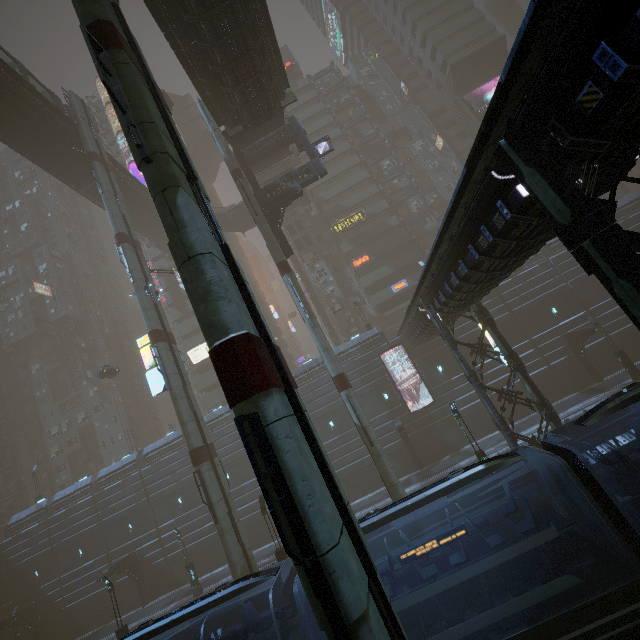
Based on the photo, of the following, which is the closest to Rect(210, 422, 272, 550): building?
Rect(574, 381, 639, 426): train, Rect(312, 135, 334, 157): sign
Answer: Rect(574, 381, 639, 426): train

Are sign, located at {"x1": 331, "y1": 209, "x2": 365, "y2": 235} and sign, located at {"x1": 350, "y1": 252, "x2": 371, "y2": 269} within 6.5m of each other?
yes

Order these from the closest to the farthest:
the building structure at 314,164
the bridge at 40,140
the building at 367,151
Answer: the building structure at 314,164 → the bridge at 40,140 → the building at 367,151

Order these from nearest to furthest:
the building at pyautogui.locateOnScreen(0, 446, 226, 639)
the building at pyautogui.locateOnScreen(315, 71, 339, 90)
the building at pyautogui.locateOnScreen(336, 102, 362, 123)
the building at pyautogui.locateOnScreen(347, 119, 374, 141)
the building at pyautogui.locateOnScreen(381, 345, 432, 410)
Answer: the building at pyautogui.locateOnScreen(381, 345, 432, 410)
the building at pyautogui.locateOnScreen(0, 446, 226, 639)
the building at pyautogui.locateOnScreen(347, 119, 374, 141)
the building at pyautogui.locateOnScreen(336, 102, 362, 123)
the building at pyautogui.locateOnScreen(315, 71, 339, 90)

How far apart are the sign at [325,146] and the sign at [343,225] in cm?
2003

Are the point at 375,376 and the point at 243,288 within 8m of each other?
no

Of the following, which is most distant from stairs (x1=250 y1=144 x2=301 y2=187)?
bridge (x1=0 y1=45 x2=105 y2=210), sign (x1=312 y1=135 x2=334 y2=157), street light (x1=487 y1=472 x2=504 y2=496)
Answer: street light (x1=487 y1=472 x2=504 y2=496)

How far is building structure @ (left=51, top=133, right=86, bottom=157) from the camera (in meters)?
29.65
